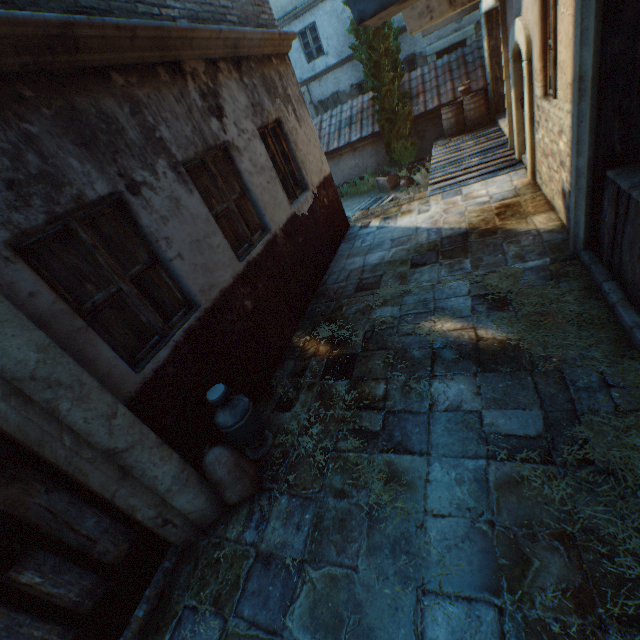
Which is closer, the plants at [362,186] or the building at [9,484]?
the building at [9,484]

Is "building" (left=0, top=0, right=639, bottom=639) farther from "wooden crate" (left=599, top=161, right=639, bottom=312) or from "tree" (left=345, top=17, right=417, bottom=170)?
"wooden crate" (left=599, top=161, right=639, bottom=312)

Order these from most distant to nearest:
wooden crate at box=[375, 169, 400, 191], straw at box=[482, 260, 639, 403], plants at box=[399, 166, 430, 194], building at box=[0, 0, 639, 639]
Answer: wooden crate at box=[375, 169, 400, 191] → plants at box=[399, 166, 430, 194] → straw at box=[482, 260, 639, 403] → building at box=[0, 0, 639, 639]

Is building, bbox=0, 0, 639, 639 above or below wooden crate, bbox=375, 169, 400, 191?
above

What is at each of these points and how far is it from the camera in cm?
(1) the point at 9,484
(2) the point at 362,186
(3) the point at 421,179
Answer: (1) building, 208
(2) plants, 1389
(3) plants, 1126

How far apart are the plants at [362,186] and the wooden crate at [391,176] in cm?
4

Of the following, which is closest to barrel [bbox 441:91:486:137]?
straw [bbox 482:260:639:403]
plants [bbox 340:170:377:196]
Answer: plants [bbox 340:170:377:196]

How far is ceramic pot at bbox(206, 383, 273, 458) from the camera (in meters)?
3.16
